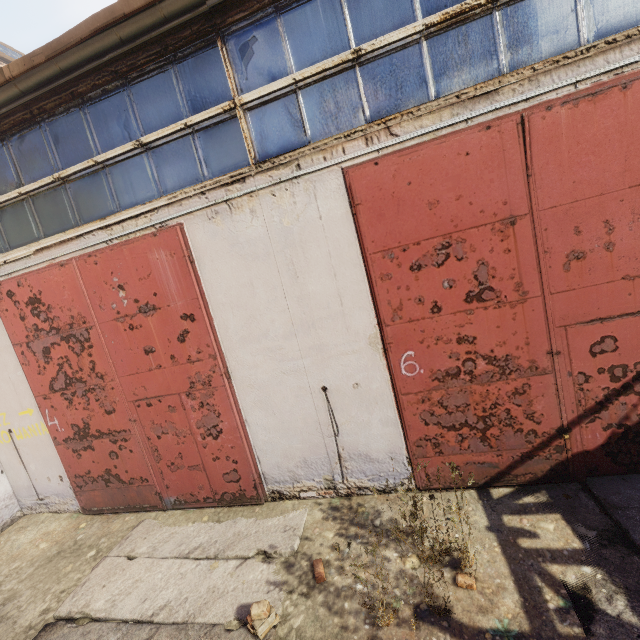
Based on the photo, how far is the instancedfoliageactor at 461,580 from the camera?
3.1 meters

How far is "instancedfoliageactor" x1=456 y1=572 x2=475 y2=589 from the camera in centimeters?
307cm

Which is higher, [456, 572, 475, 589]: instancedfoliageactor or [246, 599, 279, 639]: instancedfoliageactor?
[246, 599, 279, 639]: instancedfoliageactor

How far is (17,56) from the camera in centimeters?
1573cm

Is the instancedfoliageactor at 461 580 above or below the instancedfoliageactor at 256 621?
below
